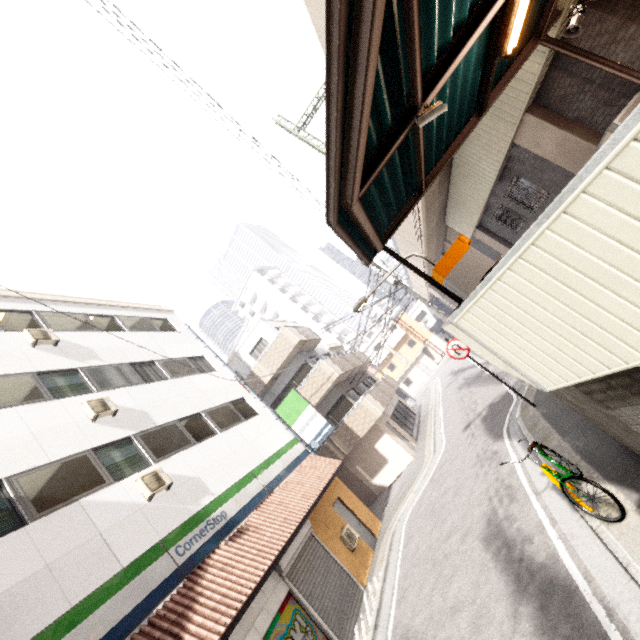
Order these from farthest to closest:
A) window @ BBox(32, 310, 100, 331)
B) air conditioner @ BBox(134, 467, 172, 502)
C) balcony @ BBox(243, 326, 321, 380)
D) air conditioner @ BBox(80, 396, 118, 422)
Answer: balcony @ BBox(243, 326, 321, 380)
window @ BBox(32, 310, 100, 331)
air conditioner @ BBox(80, 396, 118, 422)
air conditioner @ BBox(134, 467, 172, 502)

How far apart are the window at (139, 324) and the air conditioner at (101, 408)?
4.5m

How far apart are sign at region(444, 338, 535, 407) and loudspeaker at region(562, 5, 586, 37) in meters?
6.9 m

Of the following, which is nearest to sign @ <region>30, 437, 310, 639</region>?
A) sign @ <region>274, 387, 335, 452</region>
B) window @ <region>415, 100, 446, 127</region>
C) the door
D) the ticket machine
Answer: sign @ <region>274, 387, 335, 452</region>

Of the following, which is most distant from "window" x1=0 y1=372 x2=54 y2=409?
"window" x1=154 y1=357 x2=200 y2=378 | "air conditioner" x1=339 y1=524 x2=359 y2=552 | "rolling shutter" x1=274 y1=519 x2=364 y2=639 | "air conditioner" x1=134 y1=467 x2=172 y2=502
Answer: "air conditioner" x1=339 y1=524 x2=359 y2=552

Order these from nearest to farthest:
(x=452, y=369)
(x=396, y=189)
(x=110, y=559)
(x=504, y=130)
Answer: (x=396, y=189)
(x=110, y=559)
(x=504, y=130)
(x=452, y=369)

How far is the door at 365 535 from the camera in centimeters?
1225cm

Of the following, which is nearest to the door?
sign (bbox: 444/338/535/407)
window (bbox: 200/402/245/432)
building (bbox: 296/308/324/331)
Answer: window (bbox: 200/402/245/432)
